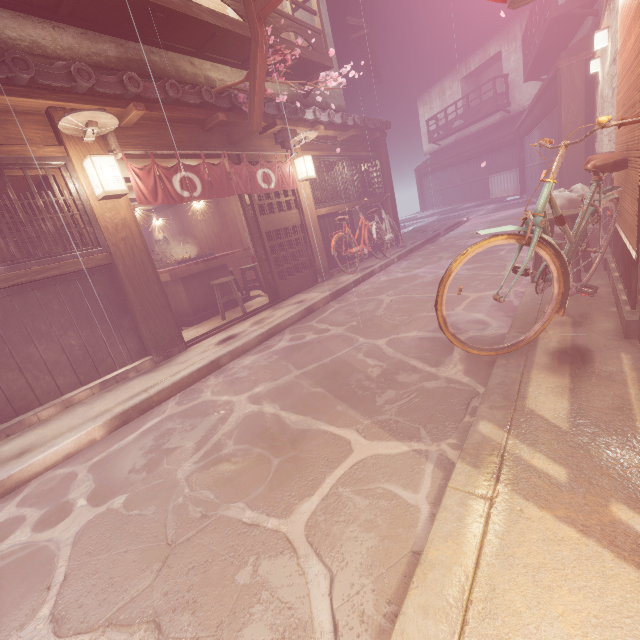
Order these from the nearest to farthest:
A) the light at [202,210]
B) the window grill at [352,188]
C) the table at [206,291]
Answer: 1. the table at [206,291]
2. the light at [202,210]
3. the window grill at [352,188]

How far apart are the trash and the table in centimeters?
980cm

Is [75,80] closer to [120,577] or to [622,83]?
[120,577]

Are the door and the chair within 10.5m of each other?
yes

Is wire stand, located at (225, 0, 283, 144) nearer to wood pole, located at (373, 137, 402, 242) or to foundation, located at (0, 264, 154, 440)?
foundation, located at (0, 264, 154, 440)

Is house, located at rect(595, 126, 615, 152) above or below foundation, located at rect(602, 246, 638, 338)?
above

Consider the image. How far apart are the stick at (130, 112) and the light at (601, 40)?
11.2m

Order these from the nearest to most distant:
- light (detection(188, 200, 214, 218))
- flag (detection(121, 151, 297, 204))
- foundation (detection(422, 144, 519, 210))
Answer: flag (detection(121, 151, 297, 204)) < light (detection(188, 200, 214, 218)) < foundation (detection(422, 144, 519, 210))
